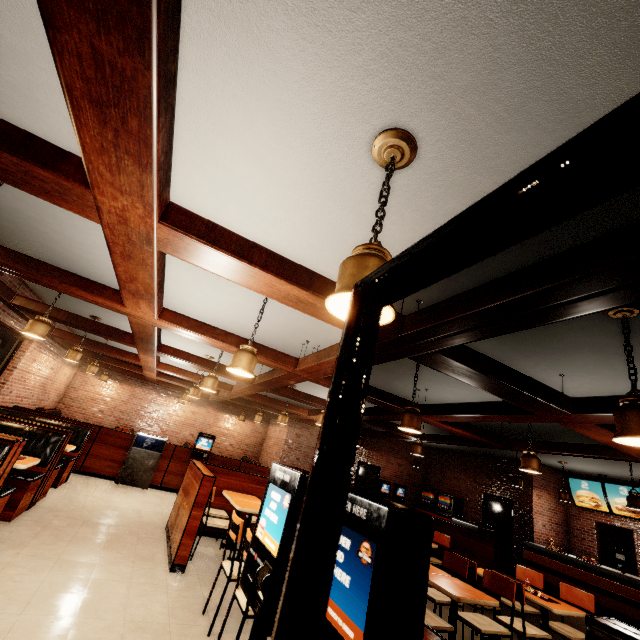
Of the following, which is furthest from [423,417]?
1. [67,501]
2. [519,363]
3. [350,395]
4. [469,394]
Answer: [67,501]
